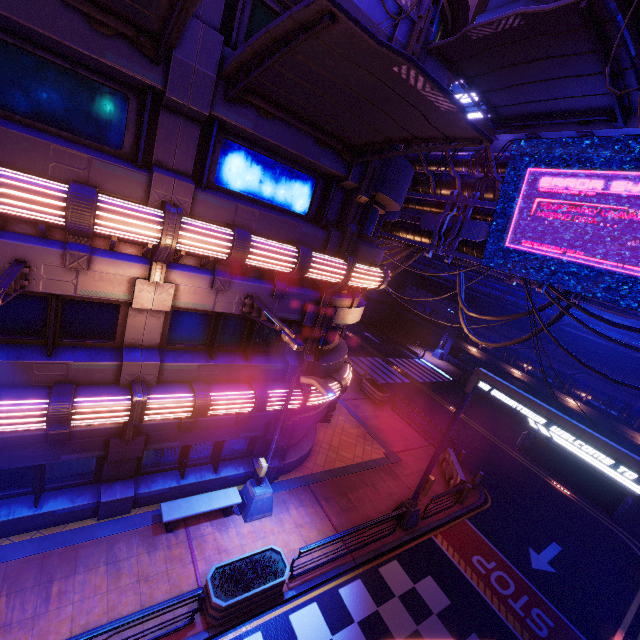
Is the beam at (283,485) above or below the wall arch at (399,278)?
below

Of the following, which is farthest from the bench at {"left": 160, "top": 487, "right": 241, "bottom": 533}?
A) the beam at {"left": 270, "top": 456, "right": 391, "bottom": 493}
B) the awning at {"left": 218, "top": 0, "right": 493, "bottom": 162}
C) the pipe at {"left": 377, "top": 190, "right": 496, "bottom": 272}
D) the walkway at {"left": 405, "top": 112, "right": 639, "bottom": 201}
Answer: the walkway at {"left": 405, "top": 112, "right": 639, "bottom": 201}

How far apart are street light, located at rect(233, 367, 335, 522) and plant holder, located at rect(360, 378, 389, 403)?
11.7 meters

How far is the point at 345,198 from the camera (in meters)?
10.23

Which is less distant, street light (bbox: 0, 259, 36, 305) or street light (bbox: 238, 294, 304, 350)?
street light (bbox: 0, 259, 36, 305)

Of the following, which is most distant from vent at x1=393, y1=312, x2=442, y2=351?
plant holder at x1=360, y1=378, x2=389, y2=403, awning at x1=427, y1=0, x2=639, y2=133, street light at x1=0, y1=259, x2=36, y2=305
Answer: street light at x1=0, y1=259, x2=36, y2=305

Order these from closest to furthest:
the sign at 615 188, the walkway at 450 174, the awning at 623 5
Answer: Answer: the awning at 623 5, the sign at 615 188, the walkway at 450 174

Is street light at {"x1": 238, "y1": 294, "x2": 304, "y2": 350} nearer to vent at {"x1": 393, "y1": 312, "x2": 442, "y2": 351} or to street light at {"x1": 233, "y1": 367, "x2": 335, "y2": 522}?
street light at {"x1": 233, "y1": 367, "x2": 335, "y2": 522}
